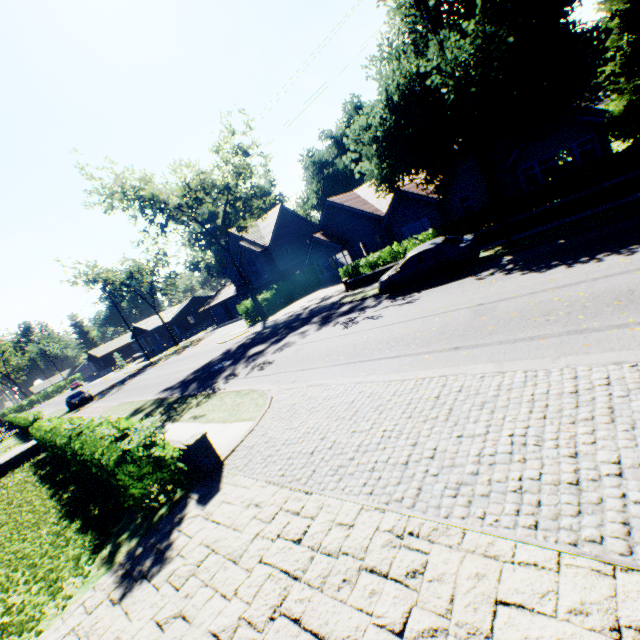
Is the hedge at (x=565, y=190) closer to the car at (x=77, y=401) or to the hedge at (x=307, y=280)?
the hedge at (x=307, y=280)

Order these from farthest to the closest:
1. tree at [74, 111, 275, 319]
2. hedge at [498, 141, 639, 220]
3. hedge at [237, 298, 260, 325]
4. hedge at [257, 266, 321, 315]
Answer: hedge at [257, 266, 321, 315] → hedge at [237, 298, 260, 325] → tree at [74, 111, 275, 319] → hedge at [498, 141, 639, 220]

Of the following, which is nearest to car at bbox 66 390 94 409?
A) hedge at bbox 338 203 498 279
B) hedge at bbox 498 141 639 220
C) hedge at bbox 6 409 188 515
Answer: hedge at bbox 338 203 498 279

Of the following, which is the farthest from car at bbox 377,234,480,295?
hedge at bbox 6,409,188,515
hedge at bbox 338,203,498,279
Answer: hedge at bbox 6,409,188,515

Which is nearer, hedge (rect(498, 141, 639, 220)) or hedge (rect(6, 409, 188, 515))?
hedge (rect(6, 409, 188, 515))

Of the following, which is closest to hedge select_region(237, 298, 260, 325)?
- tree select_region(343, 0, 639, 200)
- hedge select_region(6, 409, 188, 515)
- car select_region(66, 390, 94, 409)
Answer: tree select_region(343, 0, 639, 200)

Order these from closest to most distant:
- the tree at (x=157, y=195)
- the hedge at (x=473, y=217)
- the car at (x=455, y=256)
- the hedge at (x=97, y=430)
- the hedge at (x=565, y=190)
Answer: the hedge at (x=97, y=430), the hedge at (x=565, y=190), the car at (x=455, y=256), the hedge at (x=473, y=217), the tree at (x=157, y=195)

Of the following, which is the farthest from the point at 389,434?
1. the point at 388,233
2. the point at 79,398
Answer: the point at 79,398
